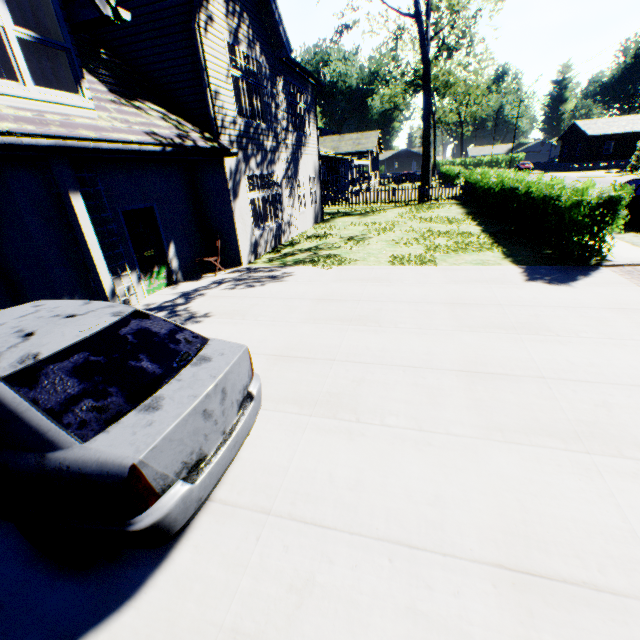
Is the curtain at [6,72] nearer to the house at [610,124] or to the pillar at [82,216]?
the pillar at [82,216]

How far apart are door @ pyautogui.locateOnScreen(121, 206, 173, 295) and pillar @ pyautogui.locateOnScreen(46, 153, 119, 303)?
2.08m

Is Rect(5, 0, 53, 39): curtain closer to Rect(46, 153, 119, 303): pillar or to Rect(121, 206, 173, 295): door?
Rect(46, 153, 119, 303): pillar

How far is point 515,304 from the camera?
6.3 meters

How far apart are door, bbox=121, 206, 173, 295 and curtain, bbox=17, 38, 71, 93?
2.4 meters

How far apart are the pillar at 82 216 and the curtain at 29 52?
1.0m

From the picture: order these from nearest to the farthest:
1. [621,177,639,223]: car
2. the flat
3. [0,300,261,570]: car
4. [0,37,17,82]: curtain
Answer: [0,300,261,570]: car < [0,37,17,82]: curtain < [621,177,639,223]: car < the flat

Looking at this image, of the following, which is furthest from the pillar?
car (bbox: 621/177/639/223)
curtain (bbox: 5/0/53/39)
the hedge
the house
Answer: the house
